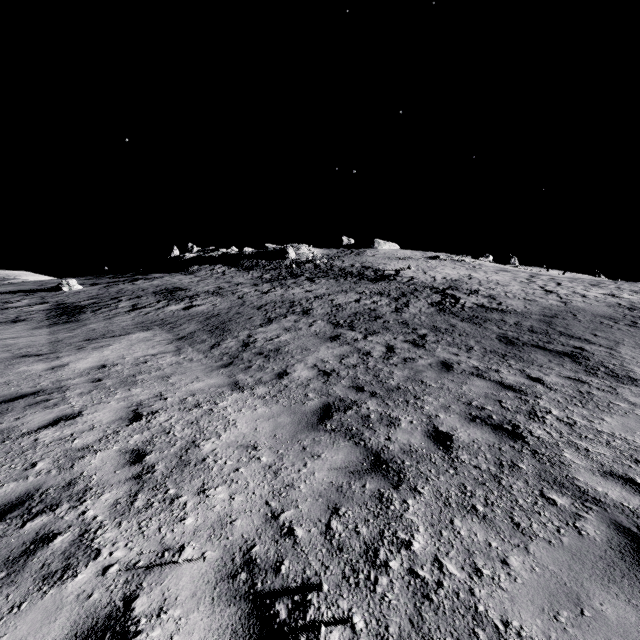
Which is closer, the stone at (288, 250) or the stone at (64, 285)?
the stone at (64, 285)

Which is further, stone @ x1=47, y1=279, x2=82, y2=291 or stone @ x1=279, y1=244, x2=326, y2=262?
stone @ x1=279, y1=244, x2=326, y2=262

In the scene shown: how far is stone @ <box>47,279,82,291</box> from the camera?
28.3 meters

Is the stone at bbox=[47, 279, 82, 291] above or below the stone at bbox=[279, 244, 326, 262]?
below

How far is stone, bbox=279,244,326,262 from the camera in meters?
43.9 m

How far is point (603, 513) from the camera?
3.13m

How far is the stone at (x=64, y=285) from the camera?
28.30m
